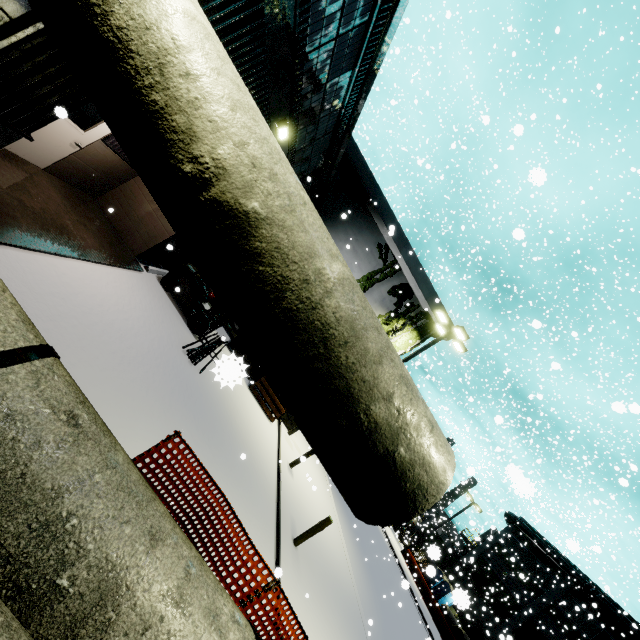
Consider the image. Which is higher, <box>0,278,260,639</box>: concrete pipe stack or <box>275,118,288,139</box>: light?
<box>275,118,288,139</box>: light

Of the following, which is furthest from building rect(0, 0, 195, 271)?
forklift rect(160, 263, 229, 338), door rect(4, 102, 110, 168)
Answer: forklift rect(160, 263, 229, 338)

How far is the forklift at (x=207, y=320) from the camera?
11.0 meters

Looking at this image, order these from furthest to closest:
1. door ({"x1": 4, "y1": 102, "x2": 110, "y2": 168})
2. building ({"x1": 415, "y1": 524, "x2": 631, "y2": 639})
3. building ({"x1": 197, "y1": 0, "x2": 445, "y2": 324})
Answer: building ({"x1": 415, "y1": 524, "x2": 631, "y2": 639}) < door ({"x1": 4, "y1": 102, "x2": 110, "y2": 168}) < building ({"x1": 197, "y1": 0, "x2": 445, "y2": 324})

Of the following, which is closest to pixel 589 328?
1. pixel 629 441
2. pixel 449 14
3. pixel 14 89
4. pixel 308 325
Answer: pixel 449 14

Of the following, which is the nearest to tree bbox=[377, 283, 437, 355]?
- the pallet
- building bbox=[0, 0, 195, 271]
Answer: building bbox=[0, 0, 195, 271]

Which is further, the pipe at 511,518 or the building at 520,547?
the building at 520,547
